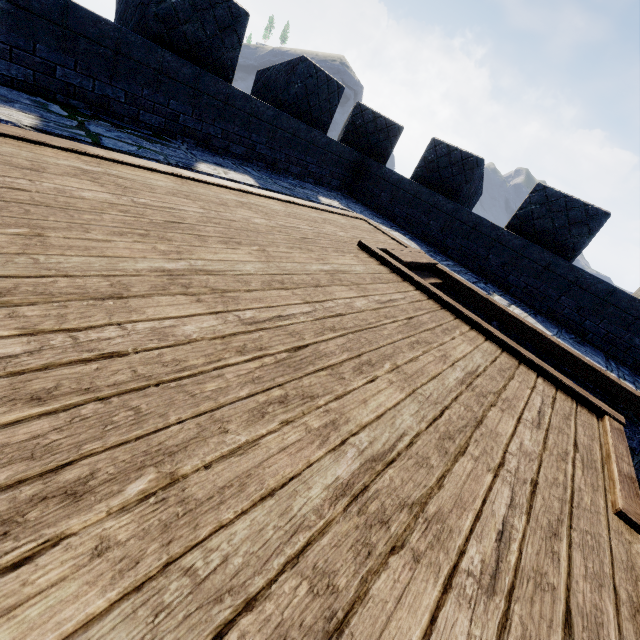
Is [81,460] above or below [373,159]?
below
